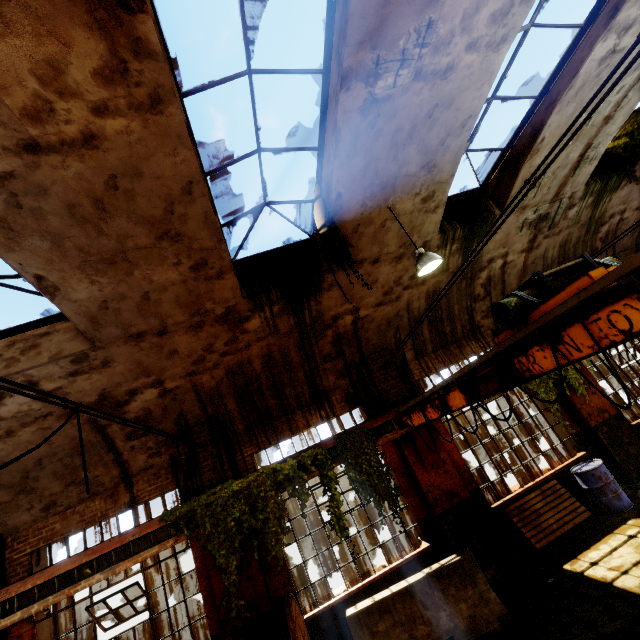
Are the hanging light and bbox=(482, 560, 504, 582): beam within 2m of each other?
no

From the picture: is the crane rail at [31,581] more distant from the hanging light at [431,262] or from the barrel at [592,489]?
the hanging light at [431,262]

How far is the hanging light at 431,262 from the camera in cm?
588

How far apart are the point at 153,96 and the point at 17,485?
8.4m

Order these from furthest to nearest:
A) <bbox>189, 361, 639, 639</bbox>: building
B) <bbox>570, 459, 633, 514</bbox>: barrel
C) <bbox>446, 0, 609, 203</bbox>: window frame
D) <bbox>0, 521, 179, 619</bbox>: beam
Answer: <bbox>570, 459, 633, 514</bbox>: barrel
<bbox>189, 361, 639, 639</bbox>: building
<bbox>0, 521, 179, 619</bbox>: beam
<bbox>446, 0, 609, 203</bbox>: window frame

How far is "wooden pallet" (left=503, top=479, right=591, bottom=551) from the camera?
7.3m

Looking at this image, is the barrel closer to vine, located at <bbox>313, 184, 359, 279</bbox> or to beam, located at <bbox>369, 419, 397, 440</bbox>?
beam, located at <bbox>369, 419, 397, 440</bbox>

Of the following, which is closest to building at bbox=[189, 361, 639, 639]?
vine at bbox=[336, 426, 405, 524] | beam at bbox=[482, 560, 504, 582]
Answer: beam at bbox=[482, 560, 504, 582]
